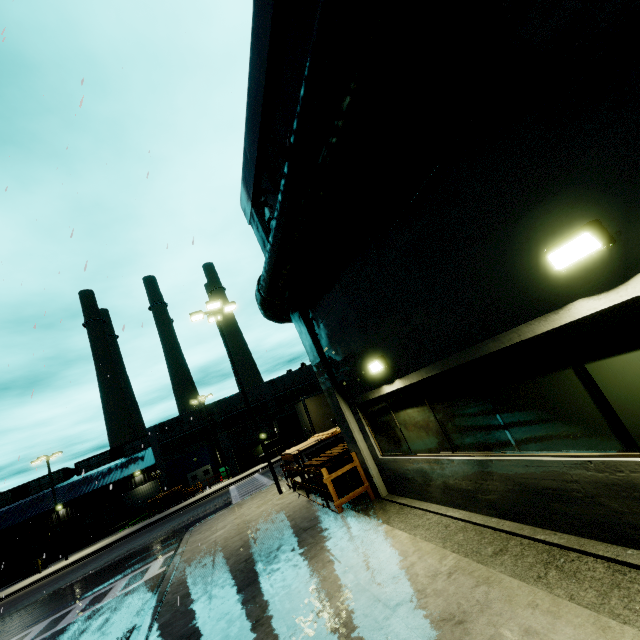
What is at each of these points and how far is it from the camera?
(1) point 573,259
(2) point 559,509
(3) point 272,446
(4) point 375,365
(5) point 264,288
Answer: (1) light, 3.1m
(2) building, 4.2m
(3) concrete block, 37.3m
(4) light, 7.0m
(5) pipe, 9.0m

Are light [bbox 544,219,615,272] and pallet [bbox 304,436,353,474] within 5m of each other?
no

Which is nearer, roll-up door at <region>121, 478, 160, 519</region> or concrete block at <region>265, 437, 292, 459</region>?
concrete block at <region>265, 437, 292, 459</region>

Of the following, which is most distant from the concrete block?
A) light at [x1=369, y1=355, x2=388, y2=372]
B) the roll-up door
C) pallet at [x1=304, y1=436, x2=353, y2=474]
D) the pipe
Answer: light at [x1=369, y1=355, x2=388, y2=372]

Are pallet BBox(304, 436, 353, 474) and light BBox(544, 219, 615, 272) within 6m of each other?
no

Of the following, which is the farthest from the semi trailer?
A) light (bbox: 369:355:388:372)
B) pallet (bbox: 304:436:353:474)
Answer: light (bbox: 369:355:388:372)

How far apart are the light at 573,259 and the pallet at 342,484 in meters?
9.2 m

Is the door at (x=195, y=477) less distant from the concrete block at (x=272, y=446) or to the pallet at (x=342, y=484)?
the concrete block at (x=272, y=446)
